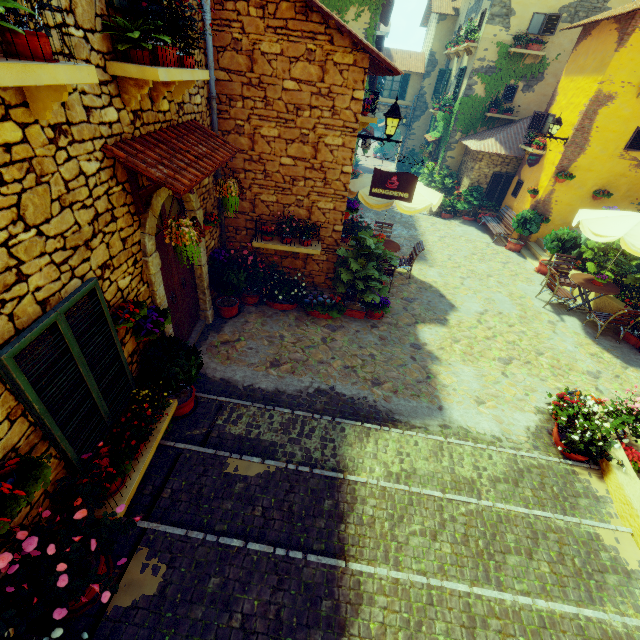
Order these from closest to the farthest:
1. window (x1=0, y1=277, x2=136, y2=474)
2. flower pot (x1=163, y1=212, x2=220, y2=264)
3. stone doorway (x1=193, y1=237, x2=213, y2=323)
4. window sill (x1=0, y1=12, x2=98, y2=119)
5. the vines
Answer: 1. window sill (x1=0, y1=12, x2=98, y2=119)
2. window (x1=0, y1=277, x2=136, y2=474)
3. flower pot (x1=163, y1=212, x2=220, y2=264)
4. stone doorway (x1=193, y1=237, x2=213, y2=323)
5. the vines

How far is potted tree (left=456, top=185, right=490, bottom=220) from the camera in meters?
15.1 m

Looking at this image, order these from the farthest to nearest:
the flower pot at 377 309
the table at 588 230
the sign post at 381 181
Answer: the flower pot at 377 309, the table at 588 230, the sign post at 381 181

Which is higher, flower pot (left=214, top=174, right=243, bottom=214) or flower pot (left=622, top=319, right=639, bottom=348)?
flower pot (left=214, top=174, right=243, bottom=214)

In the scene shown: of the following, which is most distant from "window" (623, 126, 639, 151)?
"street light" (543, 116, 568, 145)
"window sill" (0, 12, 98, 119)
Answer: "window sill" (0, 12, 98, 119)

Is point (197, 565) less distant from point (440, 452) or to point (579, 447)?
point (440, 452)

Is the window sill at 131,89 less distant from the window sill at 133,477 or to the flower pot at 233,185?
the flower pot at 233,185

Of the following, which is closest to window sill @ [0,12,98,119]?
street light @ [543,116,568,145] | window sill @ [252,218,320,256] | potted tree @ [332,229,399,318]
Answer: window sill @ [252,218,320,256]
